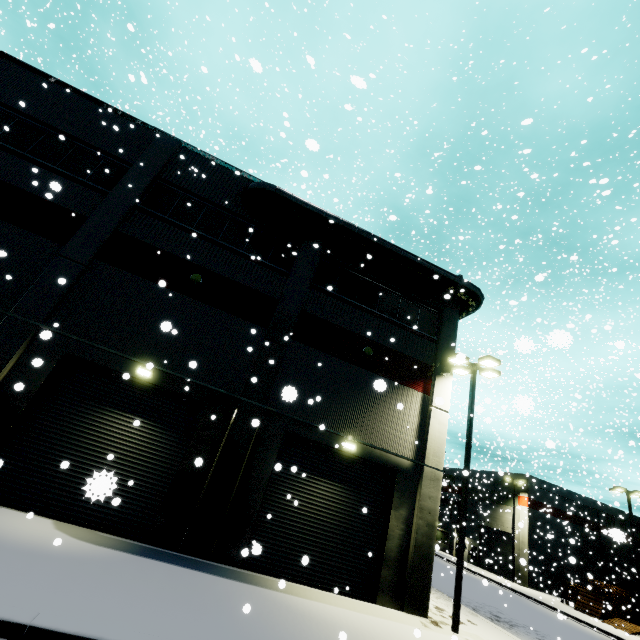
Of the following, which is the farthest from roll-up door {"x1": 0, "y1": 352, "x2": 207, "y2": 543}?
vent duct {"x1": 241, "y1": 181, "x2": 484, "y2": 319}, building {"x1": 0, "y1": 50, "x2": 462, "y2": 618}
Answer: vent duct {"x1": 241, "y1": 181, "x2": 484, "y2": 319}

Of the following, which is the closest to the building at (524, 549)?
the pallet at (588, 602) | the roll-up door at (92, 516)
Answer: the roll-up door at (92, 516)

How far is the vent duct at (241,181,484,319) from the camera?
14.5m

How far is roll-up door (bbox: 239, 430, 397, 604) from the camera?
10.97m

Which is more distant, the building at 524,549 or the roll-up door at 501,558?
the roll-up door at 501,558

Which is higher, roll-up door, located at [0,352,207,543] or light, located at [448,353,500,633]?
light, located at [448,353,500,633]

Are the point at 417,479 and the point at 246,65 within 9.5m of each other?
no

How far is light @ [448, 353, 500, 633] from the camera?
11.0 meters
